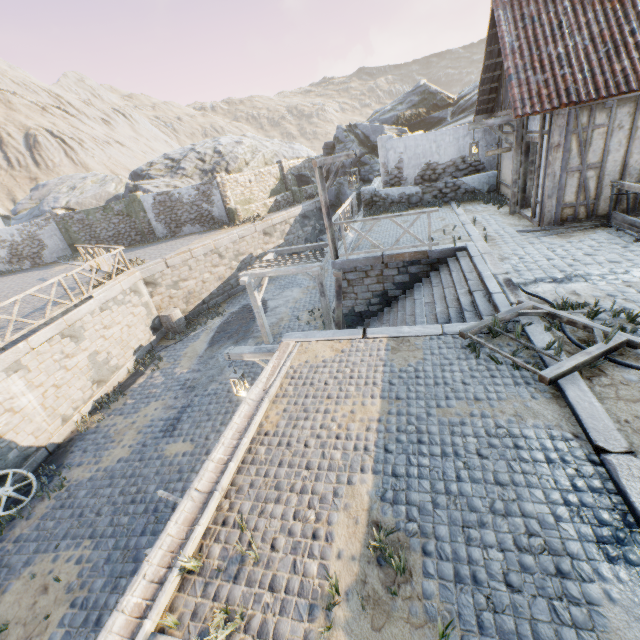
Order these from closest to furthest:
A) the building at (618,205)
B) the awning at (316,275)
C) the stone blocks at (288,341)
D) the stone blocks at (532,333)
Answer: the stone blocks at (532,333) < the stone blocks at (288,341) < the building at (618,205) < the awning at (316,275)

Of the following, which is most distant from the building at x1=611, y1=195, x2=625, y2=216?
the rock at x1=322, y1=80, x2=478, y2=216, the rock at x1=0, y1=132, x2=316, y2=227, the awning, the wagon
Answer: the rock at x1=0, y1=132, x2=316, y2=227

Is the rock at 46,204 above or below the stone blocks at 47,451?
above

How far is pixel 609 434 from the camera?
3.3 meters

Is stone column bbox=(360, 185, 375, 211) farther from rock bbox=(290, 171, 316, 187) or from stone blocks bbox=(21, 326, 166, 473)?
rock bbox=(290, 171, 316, 187)

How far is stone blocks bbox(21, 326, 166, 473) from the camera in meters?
9.4 m

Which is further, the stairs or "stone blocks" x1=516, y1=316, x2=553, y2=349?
the stairs
